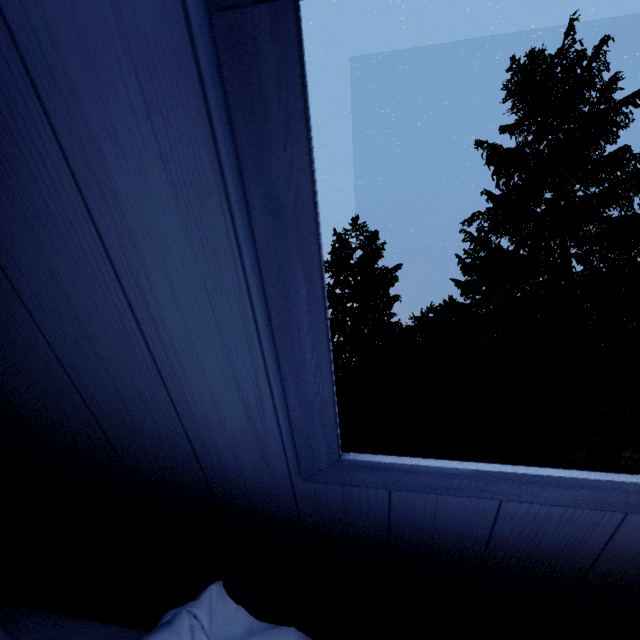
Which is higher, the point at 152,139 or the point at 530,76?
the point at 530,76
